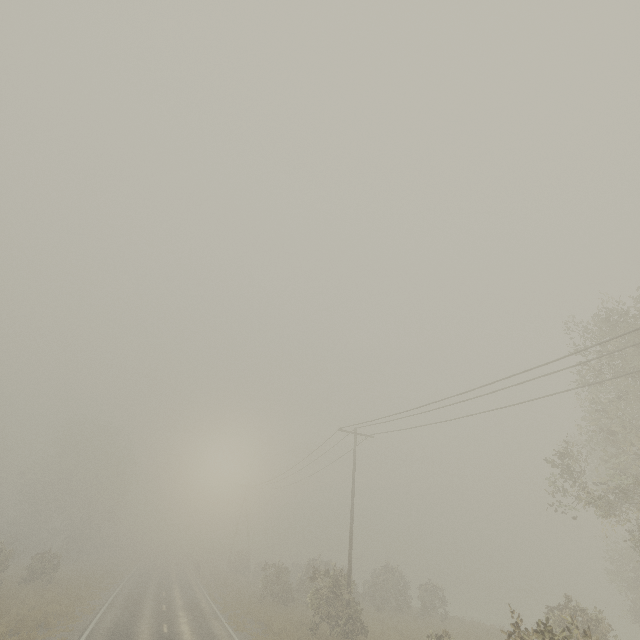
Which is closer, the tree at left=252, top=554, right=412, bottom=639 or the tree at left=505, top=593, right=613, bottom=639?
the tree at left=505, top=593, right=613, bottom=639

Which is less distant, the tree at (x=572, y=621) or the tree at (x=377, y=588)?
the tree at (x=572, y=621)

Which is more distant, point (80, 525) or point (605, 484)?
point (80, 525)
